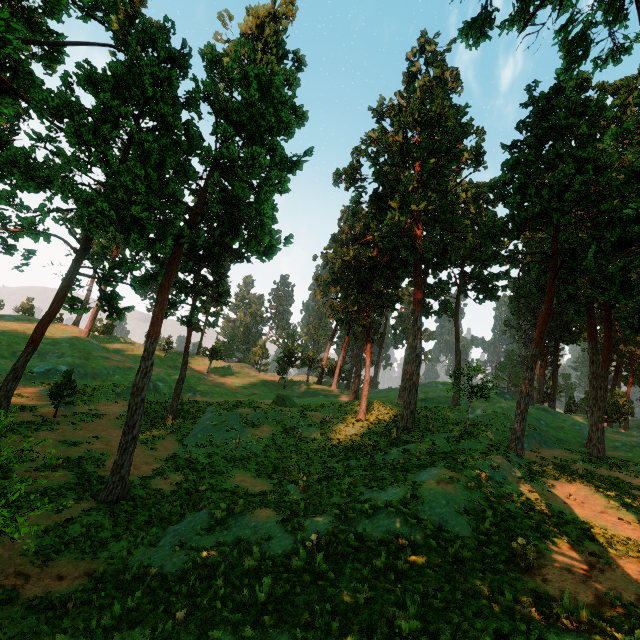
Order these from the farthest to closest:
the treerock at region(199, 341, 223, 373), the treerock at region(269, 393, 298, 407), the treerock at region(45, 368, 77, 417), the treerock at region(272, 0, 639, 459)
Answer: the treerock at region(199, 341, 223, 373)
the treerock at region(269, 393, 298, 407)
the treerock at region(45, 368, 77, 417)
the treerock at region(272, 0, 639, 459)

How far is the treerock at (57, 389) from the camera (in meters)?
23.41

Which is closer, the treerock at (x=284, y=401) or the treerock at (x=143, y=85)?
the treerock at (x=143, y=85)

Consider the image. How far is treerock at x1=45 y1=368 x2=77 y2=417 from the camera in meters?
23.4

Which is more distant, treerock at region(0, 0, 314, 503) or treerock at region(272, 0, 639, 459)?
treerock at region(272, 0, 639, 459)

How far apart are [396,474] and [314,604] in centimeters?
982cm
